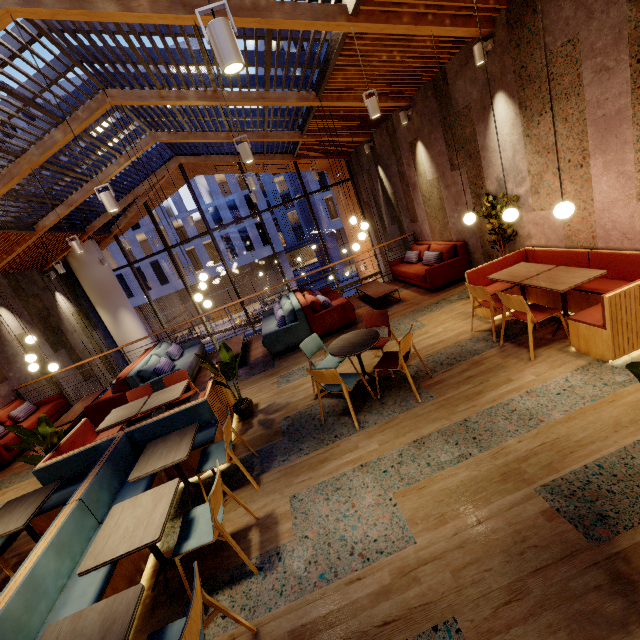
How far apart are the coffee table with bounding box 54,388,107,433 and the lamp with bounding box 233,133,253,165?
6.8m

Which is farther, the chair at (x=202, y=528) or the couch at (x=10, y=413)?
the couch at (x=10, y=413)

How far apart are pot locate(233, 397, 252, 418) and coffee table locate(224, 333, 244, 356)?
2.21m

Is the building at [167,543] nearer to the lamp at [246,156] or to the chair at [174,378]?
→ the chair at [174,378]

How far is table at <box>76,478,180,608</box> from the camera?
2.40m

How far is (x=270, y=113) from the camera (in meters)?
8.41

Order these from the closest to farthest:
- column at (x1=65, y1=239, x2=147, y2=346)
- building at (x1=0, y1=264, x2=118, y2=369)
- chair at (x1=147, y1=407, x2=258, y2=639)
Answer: chair at (x1=147, y1=407, x2=258, y2=639) < building at (x1=0, y1=264, x2=118, y2=369) < column at (x1=65, y1=239, x2=147, y2=346)

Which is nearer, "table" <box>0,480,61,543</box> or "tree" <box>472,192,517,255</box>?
"table" <box>0,480,61,543</box>
